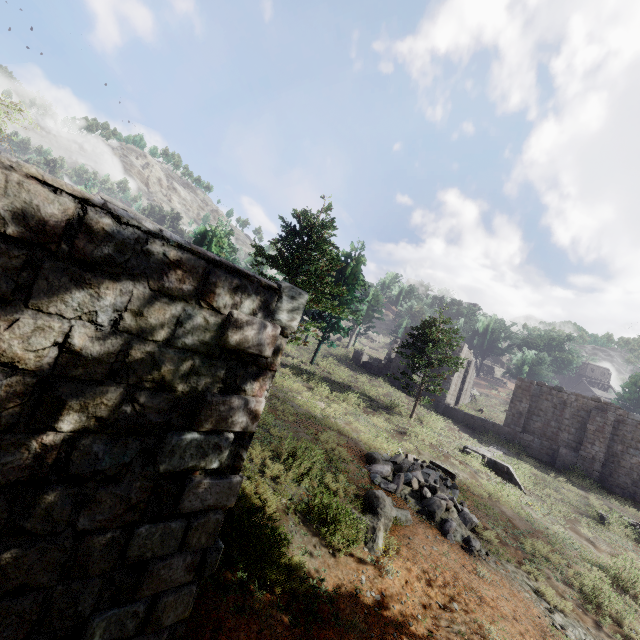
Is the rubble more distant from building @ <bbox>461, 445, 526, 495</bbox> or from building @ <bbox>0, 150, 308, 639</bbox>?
building @ <bbox>461, 445, 526, 495</bbox>

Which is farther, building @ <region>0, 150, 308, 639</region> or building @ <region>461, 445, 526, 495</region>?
building @ <region>461, 445, 526, 495</region>

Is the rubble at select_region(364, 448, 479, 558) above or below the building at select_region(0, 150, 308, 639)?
below

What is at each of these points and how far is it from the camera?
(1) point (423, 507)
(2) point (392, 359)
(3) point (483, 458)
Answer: (1) rubble, 10.20m
(2) building, 33.22m
(3) building, 18.41m

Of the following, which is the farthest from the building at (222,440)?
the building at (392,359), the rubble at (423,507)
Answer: the building at (392,359)

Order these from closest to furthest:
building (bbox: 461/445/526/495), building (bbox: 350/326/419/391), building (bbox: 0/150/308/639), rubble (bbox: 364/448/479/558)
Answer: building (bbox: 0/150/308/639)
rubble (bbox: 364/448/479/558)
building (bbox: 461/445/526/495)
building (bbox: 350/326/419/391)

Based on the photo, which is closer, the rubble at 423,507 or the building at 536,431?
the rubble at 423,507
